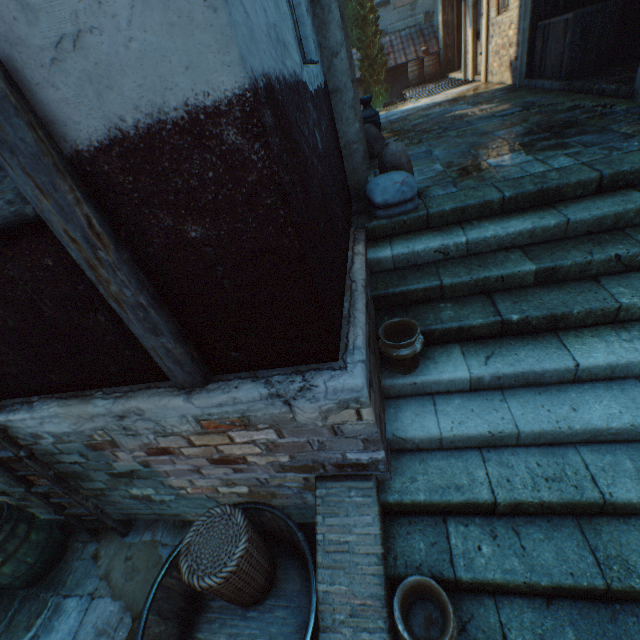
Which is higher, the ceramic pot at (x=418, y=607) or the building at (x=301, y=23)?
the building at (x=301, y=23)

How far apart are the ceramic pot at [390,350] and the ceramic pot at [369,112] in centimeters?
476cm

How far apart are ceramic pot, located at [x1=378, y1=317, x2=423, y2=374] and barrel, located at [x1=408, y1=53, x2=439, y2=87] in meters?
17.3

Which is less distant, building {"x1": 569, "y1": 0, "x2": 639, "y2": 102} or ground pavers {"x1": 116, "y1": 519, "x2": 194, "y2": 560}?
ground pavers {"x1": 116, "y1": 519, "x2": 194, "y2": 560}

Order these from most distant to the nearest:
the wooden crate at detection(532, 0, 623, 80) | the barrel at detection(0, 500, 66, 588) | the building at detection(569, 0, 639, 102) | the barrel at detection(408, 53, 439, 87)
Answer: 1. the barrel at detection(408, 53, 439, 87)
2. the wooden crate at detection(532, 0, 623, 80)
3. the building at detection(569, 0, 639, 102)
4. the barrel at detection(0, 500, 66, 588)

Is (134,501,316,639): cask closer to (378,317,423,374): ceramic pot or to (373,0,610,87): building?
(373,0,610,87): building

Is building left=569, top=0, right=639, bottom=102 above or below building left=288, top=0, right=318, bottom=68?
below

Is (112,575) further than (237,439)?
Yes
